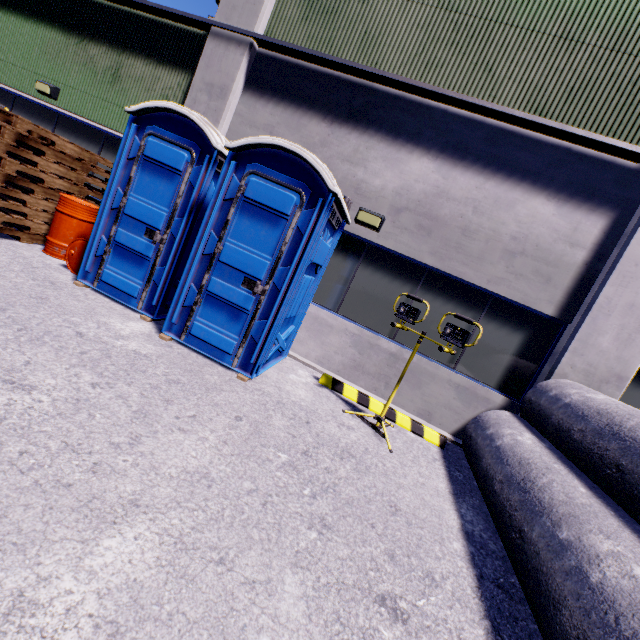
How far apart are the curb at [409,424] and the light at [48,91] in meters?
8.7

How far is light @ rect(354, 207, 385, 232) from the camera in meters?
5.5 m

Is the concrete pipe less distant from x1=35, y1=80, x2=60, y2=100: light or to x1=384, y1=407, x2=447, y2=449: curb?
x1=384, y1=407, x2=447, y2=449: curb

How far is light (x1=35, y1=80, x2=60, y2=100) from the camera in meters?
7.1

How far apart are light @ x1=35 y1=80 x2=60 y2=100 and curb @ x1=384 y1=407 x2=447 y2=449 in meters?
8.7 m

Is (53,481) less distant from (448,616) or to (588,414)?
(448,616)

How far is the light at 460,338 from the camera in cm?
394

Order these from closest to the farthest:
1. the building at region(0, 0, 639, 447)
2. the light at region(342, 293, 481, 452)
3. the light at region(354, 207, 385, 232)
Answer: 1. the light at region(342, 293, 481, 452)
2. the building at region(0, 0, 639, 447)
3. the light at region(354, 207, 385, 232)
